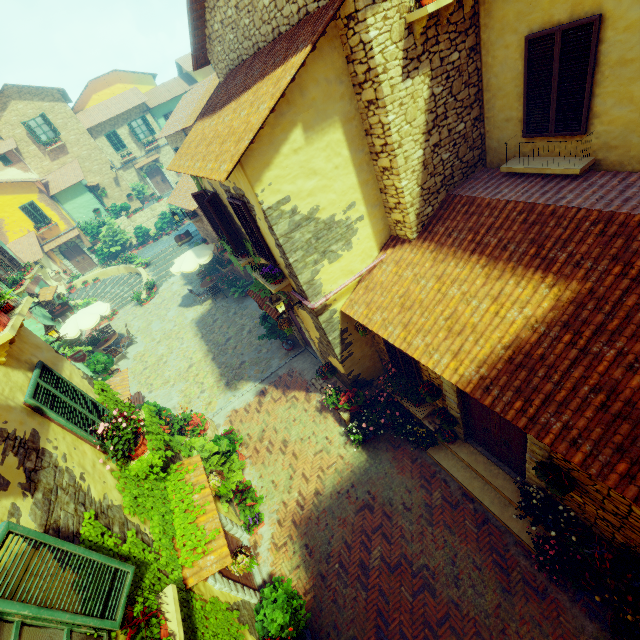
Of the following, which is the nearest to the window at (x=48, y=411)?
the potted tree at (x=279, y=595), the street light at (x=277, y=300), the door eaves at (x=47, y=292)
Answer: the street light at (x=277, y=300)

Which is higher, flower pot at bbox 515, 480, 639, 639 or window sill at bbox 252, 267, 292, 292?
window sill at bbox 252, 267, 292, 292

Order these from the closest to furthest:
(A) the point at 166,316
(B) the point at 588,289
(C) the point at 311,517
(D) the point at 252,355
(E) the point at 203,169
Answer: (B) the point at 588,289 → (E) the point at 203,169 → (C) the point at 311,517 → (D) the point at 252,355 → (A) the point at 166,316

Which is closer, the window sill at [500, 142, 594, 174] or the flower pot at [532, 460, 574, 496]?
the flower pot at [532, 460, 574, 496]

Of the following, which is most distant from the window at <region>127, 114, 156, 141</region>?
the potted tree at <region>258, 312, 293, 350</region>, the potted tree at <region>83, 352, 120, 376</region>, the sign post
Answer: the potted tree at <region>258, 312, 293, 350</region>

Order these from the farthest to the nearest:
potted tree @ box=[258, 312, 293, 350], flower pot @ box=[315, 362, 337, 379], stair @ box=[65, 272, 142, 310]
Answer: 1. stair @ box=[65, 272, 142, 310]
2. potted tree @ box=[258, 312, 293, 350]
3. flower pot @ box=[315, 362, 337, 379]

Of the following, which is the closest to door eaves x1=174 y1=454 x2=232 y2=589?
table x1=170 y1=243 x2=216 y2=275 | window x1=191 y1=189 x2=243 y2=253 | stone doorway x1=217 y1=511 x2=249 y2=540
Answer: stone doorway x1=217 y1=511 x2=249 y2=540

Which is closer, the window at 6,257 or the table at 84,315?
the table at 84,315
